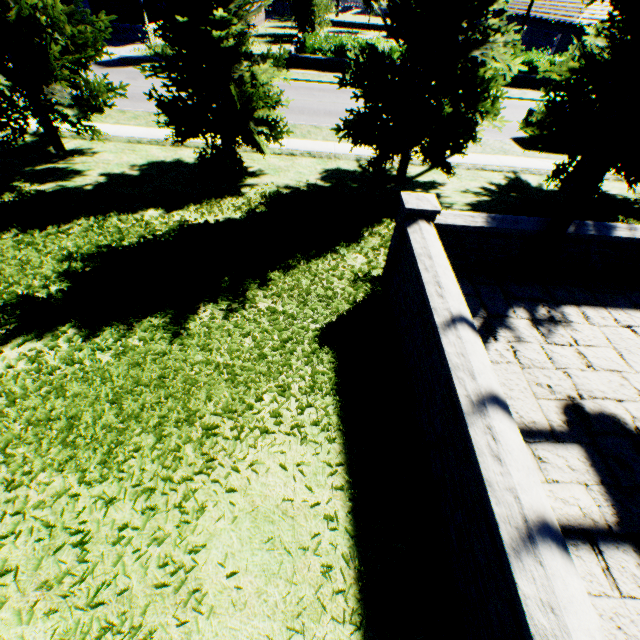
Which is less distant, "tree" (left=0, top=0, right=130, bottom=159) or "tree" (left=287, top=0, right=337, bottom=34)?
"tree" (left=0, top=0, right=130, bottom=159)

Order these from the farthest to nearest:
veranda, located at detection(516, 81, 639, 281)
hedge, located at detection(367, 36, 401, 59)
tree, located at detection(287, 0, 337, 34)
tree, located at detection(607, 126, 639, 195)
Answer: hedge, located at detection(367, 36, 401, 59), tree, located at detection(287, 0, 337, 34), tree, located at detection(607, 126, 639, 195), veranda, located at detection(516, 81, 639, 281)

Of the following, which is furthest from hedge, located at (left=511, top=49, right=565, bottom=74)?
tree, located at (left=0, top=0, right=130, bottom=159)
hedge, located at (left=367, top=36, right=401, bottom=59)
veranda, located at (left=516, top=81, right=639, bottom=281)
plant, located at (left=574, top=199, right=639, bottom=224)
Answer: veranda, located at (left=516, top=81, right=639, bottom=281)

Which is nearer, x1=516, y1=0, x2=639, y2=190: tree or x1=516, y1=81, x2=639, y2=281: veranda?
x1=516, y1=81, x2=639, y2=281: veranda

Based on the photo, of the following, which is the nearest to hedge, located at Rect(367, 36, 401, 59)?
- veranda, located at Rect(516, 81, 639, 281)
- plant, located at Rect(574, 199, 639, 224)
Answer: plant, located at Rect(574, 199, 639, 224)

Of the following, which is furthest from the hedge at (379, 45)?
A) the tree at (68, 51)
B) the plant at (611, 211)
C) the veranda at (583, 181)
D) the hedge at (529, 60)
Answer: the veranda at (583, 181)

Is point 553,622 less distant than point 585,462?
Yes

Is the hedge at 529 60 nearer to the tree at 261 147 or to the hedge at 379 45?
the hedge at 379 45
